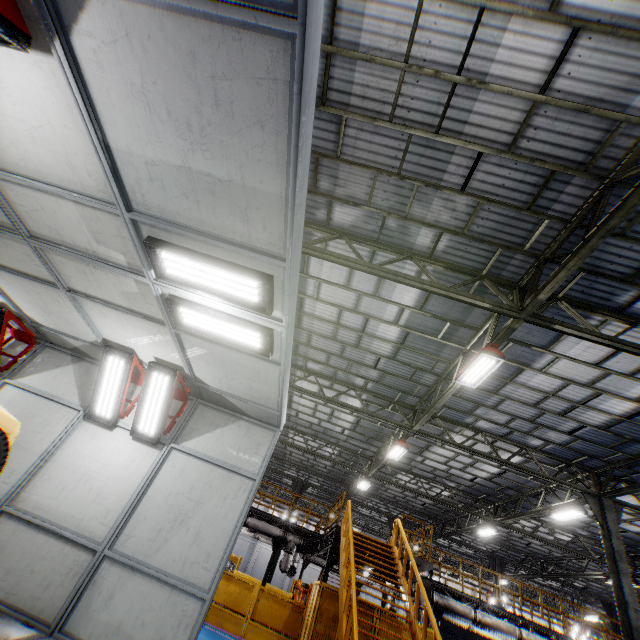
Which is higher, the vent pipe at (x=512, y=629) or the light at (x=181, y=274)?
the light at (x=181, y=274)

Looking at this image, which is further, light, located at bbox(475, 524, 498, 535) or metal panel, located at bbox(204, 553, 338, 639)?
light, located at bbox(475, 524, 498, 535)

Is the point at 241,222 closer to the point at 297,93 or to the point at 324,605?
the point at 297,93

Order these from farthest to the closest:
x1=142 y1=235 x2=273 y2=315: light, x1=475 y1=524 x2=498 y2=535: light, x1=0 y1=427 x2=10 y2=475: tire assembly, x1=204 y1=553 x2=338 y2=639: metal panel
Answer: x1=475 y1=524 x2=498 y2=535: light, x1=204 y1=553 x2=338 y2=639: metal panel, x1=142 y1=235 x2=273 y2=315: light, x1=0 y1=427 x2=10 y2=475: tire assembly

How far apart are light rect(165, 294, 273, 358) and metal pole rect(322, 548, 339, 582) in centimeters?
1161cm

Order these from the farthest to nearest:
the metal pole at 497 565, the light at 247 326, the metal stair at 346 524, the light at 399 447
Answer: the metal pole at 497 565
the light at 399 447
the metal stair at 346 524
the light at 247 326

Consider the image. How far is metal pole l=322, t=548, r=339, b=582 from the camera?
12.1 meters

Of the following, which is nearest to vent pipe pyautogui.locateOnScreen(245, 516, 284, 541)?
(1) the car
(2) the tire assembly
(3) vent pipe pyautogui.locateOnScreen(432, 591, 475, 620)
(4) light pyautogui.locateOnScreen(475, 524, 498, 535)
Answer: (3) vent pipe pyautogui.locateOnScreen(432, 591, 475, 620)
